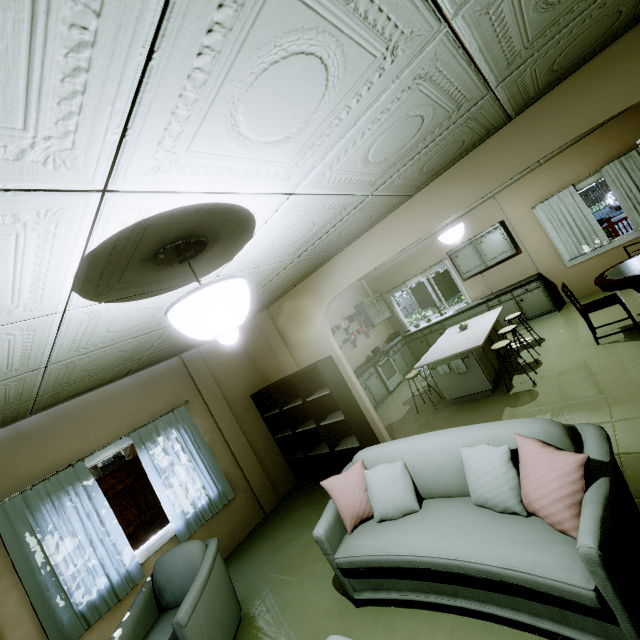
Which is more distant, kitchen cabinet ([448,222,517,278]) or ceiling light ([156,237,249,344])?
kitchen cabinet ([448,222,517,278])

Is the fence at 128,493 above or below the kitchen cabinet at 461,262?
below

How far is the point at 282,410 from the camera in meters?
5.1

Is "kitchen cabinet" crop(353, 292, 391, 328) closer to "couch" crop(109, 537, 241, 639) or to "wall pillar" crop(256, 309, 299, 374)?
"wall pillar" crop(256, 309, 299, 374)

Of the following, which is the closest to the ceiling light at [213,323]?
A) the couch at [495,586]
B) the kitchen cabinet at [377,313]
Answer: the couch at [495,586]

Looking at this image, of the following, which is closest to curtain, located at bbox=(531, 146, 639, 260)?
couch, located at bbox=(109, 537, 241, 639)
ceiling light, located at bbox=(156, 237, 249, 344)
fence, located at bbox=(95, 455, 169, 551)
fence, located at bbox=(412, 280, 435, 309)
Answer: fence, located at bbox=(95, 455, 169, 551)

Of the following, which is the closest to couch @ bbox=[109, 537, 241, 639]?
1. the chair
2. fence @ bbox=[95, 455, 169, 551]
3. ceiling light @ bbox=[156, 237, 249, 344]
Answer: ceiling light @ bbox=[156, 237, 249, 344]

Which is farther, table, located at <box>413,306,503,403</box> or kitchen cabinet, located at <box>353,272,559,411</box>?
kitchen cabinet, located at <box>353,272,559,411</box>
